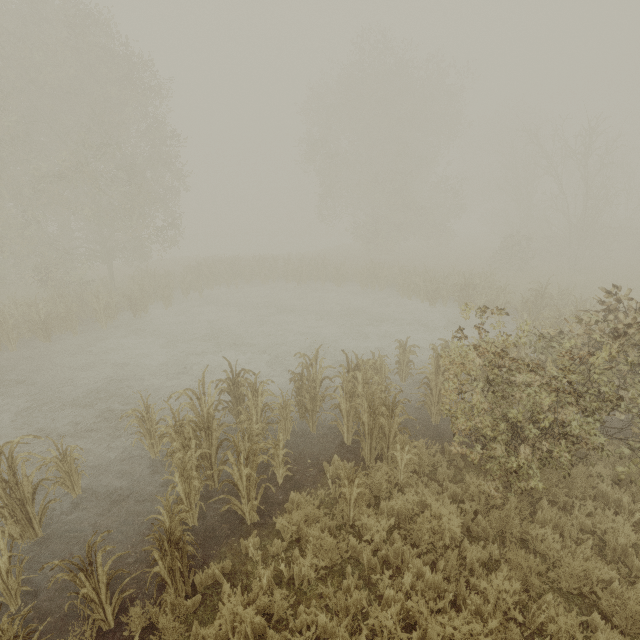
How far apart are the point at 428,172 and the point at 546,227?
18.6 meters
